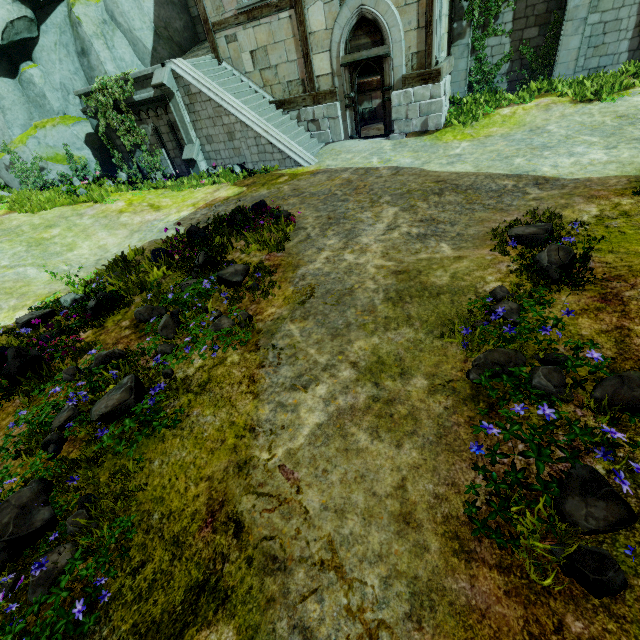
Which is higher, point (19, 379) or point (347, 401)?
point (19, 379)

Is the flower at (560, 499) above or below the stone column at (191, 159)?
below

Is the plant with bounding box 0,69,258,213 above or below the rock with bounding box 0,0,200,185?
below

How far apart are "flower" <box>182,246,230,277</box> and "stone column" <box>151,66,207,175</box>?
8.1m

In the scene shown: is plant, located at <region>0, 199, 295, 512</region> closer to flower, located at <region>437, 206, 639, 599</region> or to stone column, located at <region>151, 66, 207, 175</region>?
flower, located at <region>437, 206, 639, 599</region>

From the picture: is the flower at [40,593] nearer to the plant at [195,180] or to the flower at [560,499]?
the flower at [560,499]

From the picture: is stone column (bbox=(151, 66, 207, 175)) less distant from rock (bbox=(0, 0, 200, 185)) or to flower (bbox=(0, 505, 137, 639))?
rock (bbox=(0, 0, 200, 185))

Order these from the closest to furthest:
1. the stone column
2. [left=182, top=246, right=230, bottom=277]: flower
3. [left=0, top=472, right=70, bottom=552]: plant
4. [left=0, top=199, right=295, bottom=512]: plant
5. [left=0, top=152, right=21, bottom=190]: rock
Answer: [left=0, top=472, right=70, bottom=552]: plant, [left=0, top=199, right=295, bottom=512]: plant, [left=182, top=246, right=230, bottom=277]: flower, the stone column, [left=0, top=152, right=21, bottom=190]: rock
